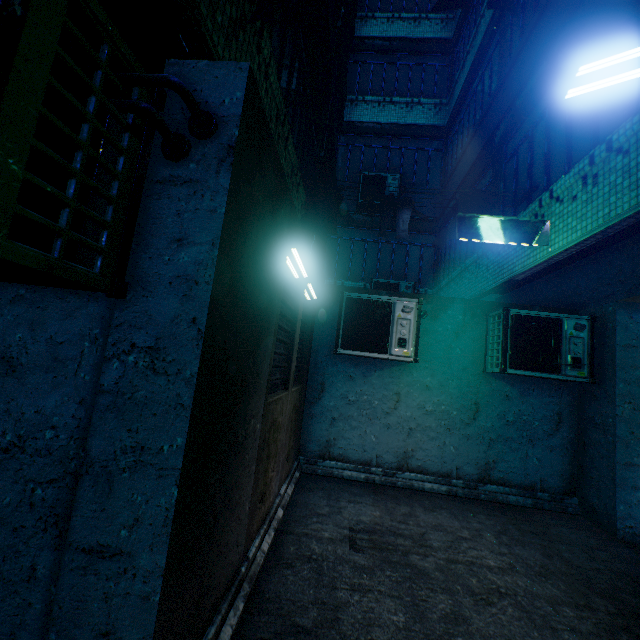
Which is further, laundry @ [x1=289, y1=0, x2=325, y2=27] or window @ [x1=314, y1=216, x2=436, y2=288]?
window @ [x1=314, y1=216, x2=436, y2=288]

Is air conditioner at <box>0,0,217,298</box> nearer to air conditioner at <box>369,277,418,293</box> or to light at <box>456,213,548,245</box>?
light at <box>456,213,548,245</box>

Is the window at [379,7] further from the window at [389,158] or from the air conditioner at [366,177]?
the air conditioner at [366,177]

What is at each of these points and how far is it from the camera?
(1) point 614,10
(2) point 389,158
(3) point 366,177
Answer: (1) laundry, 1.8 meters
(2) window, 9.7 meters
(3) air conditioner, 8.9 meters

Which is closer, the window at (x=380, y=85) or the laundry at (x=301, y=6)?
the laundry at (x=301, y=6)

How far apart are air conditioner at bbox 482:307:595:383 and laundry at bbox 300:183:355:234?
2.48m

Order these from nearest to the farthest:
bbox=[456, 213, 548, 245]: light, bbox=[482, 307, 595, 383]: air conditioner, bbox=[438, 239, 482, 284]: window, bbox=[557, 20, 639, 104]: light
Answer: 1. bbox=[557, 20, 639, 104]: light
2. bbox=[456, 213, 548, 245]: light
3. bbox=[482, 307, 595, 383]: air conditioner
4. bbox=[438, 239, 482, 284]: window

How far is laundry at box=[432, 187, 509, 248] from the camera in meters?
4.3
